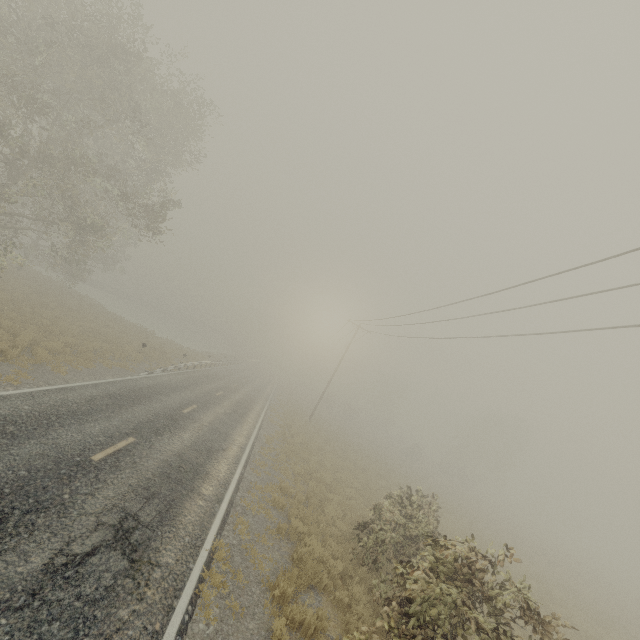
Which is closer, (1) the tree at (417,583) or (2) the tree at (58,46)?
(1) the tree at (417,583)

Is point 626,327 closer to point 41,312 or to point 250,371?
point 41,312

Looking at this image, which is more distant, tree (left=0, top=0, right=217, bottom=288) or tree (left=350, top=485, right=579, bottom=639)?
tree (left=0, top=0, right=217, bottom=288)

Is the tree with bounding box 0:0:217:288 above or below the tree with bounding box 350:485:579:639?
above

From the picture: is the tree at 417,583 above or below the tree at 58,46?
below
